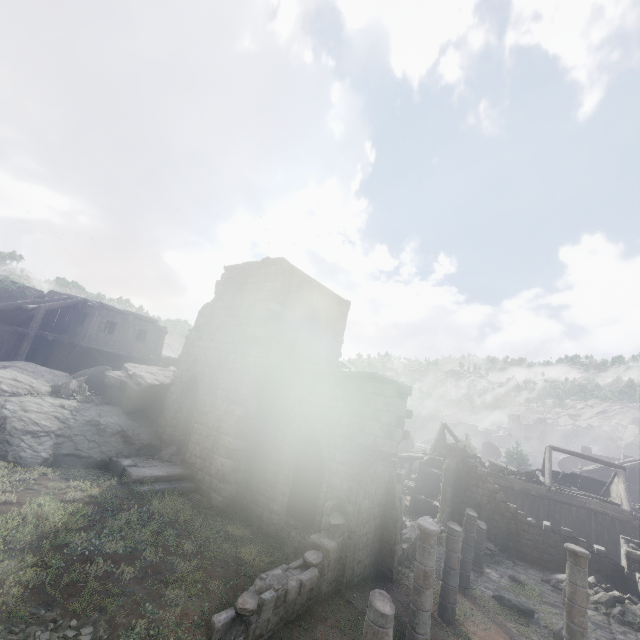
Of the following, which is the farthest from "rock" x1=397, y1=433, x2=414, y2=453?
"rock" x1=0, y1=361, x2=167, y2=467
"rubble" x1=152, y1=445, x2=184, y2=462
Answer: "rock" x1=0, y1=361, x2=167, y2=467

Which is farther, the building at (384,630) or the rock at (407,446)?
the rock at (407,446)

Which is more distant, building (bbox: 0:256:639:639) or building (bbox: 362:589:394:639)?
building (bbox: 0:256:639:639)

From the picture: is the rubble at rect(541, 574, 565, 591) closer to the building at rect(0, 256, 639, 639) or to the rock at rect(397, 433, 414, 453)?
the building at rect(0, 256, 639, 639)

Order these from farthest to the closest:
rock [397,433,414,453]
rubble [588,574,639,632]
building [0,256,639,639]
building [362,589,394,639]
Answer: rock [397,433,414,453], rubble [588,574,639,632], building [0,256,639,639], building [362,589,394,639]

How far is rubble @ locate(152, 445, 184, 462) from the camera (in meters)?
14.26

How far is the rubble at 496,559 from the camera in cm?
1769

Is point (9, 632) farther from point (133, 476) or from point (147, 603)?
point (133, 476)
